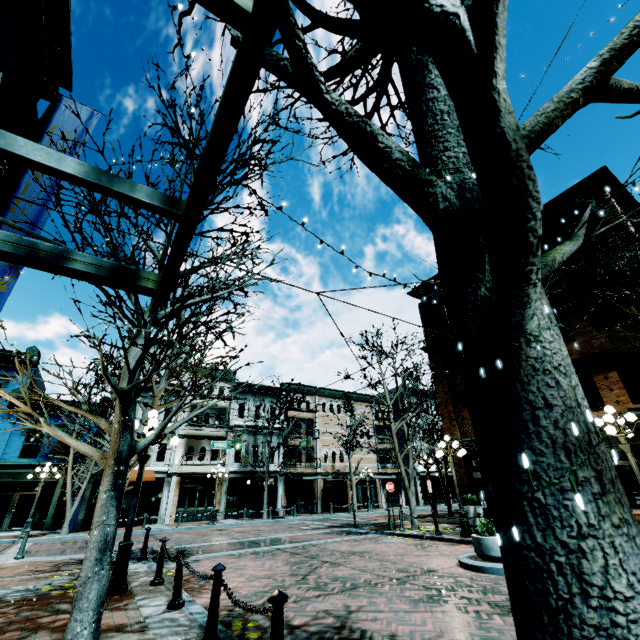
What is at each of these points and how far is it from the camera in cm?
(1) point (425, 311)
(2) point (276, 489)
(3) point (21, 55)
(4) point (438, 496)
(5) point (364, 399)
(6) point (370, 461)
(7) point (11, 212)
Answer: (1) building, 2147
(2) building, 2848
(3) building, 561
(4) building, 3719
(5) building, 3850
(6) building, 3528
(7) banner, 512

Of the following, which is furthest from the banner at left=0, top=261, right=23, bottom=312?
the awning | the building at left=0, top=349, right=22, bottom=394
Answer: the building at left=0, top=349, right=22, bottom=394

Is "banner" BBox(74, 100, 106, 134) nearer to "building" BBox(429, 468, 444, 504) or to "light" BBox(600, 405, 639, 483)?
"light" BBox(600, 405, 639, 483)

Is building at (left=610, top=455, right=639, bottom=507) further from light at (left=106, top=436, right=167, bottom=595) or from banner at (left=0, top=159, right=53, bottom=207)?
light at (left=106, top=436, right=167, bottom=595)

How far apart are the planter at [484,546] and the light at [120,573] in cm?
817

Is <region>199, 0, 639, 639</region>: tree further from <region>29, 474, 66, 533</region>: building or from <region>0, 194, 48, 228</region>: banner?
<region>29, 474, 66, 533</region>: building

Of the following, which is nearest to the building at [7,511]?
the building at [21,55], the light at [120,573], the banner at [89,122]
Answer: the building at [21,55]

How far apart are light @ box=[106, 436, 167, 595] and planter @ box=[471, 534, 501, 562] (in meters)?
8.17
